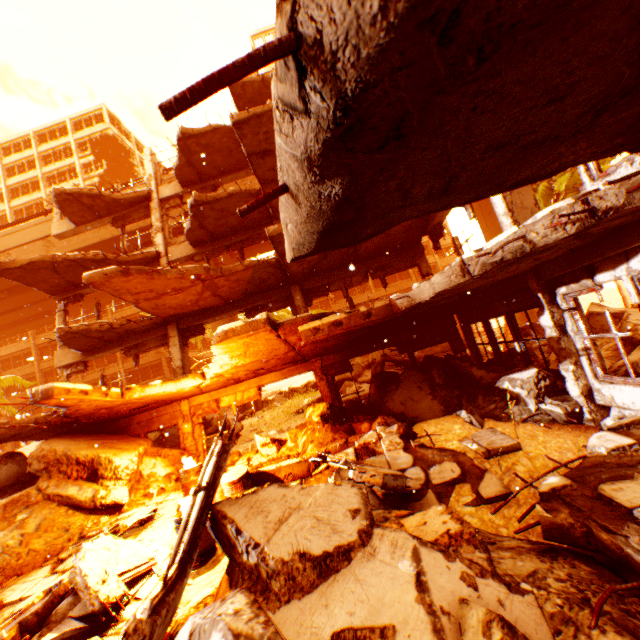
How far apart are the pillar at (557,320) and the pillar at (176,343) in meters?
10.7

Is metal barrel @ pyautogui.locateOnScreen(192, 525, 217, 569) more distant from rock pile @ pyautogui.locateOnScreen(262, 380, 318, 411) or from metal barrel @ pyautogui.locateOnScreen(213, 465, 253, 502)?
rock pile @ pyautogui.locateOnScreen(262, 380, 318, 411)

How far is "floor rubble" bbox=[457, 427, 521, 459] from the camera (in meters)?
5.50

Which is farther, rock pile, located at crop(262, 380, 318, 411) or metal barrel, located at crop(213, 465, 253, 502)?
rock pile, located at crop(262, 380, 318, 411)

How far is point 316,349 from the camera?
10.0m

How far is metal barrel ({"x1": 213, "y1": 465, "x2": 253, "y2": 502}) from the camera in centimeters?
606cm

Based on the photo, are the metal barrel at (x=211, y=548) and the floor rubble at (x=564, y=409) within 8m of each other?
yes

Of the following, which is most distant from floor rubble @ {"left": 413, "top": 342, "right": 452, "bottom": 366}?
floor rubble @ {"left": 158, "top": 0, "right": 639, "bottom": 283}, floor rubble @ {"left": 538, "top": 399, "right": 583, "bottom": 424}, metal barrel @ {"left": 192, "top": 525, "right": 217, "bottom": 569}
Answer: metal barrel @ {"left": 192, "top": 525, "right": 217, "bottom": 569}
